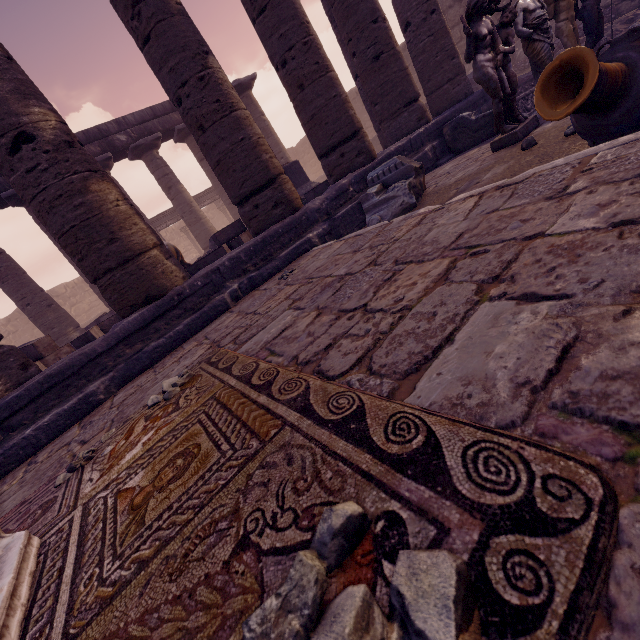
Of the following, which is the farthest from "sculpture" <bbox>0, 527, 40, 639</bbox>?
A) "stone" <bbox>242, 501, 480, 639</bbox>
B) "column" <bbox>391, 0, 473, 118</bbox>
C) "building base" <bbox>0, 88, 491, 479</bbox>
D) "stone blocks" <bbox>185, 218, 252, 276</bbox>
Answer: "column" <bbox>391, 0, 473, 118</bbox>

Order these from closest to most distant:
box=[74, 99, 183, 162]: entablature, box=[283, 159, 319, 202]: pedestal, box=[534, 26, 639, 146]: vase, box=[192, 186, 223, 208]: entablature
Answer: box=[534, 26, 639, 146]: vase, box=[283, 159, 319, 202]: pedestal, box=[74, 99, 183, 162]: entablature, box=[192, 186, 223, 208]: entablature

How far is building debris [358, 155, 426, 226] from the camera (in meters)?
4.58

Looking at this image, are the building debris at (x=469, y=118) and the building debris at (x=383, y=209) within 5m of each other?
yes

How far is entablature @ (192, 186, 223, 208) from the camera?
18.45m

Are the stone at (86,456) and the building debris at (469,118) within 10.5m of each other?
yes

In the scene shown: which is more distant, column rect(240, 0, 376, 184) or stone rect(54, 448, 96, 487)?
column rect(240, 0, 376, 184)

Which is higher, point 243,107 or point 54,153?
point 54,153
